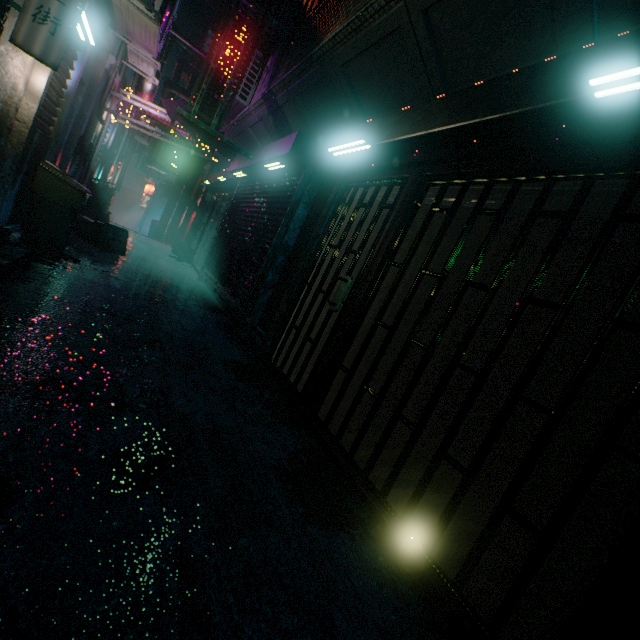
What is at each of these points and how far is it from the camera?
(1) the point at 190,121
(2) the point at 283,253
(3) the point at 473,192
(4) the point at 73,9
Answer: (1) sign, 4.23m
(2) storefront, 4.54m
(3) rolling door, 2.31m
(4) sign, 2.31m

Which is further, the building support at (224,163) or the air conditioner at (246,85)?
the building support at (224,163)

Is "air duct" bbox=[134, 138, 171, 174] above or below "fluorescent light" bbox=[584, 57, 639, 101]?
above

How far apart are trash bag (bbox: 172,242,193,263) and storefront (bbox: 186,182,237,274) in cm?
2

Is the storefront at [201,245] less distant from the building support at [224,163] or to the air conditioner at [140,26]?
the building support at [224,163]

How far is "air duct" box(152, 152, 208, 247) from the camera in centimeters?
1124cm

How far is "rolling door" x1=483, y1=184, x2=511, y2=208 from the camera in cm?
207

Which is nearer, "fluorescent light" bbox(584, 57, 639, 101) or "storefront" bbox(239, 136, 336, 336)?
"fluorescent light" bbox(584, 57, 639, 101)
